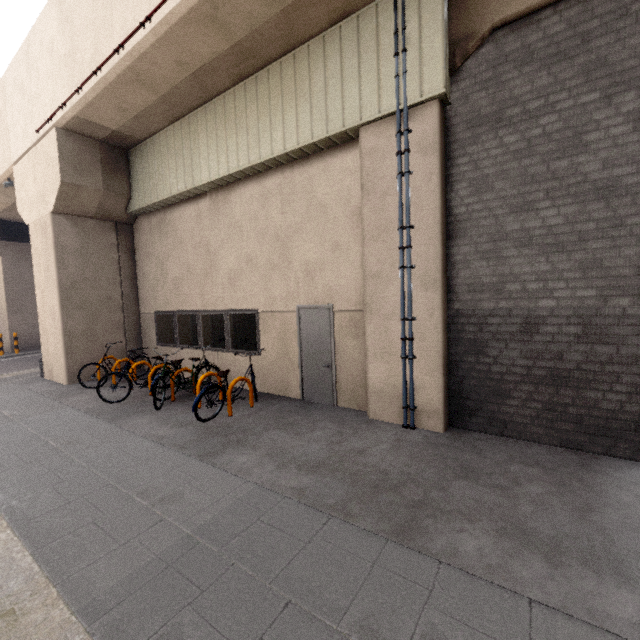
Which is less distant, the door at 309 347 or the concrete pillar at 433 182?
the concrete pillar at 433 182

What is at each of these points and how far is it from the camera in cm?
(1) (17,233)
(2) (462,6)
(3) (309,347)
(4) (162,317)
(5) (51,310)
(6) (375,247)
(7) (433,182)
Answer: (1) platform underside, 1733
(2) concrete pillar, 473
(3) door, 696
(4) window, 1023
(5) concrete pillar, 962
(6) concrete pillar, 561
(7) concrete pillar, 497

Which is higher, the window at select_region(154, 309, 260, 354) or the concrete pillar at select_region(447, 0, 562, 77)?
the concrete pillar at select_region(447, 0, 562, 77)

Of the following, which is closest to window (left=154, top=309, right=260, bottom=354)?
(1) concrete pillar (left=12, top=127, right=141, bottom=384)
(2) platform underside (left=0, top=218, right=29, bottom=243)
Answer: (1) concrete pillar (left=12, top=127, right=141, bottom=384)

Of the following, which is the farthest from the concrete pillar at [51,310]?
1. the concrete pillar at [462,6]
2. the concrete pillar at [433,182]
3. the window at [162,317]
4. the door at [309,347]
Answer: the concrete pillar at [462,6]

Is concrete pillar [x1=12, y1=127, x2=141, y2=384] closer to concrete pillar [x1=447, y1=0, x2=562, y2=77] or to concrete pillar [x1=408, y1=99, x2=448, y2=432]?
concrete pillar [x1=408, y1=99, x2=448, y2=432]

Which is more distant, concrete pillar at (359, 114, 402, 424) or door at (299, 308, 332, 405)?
door at (299, 308, 332, 405)

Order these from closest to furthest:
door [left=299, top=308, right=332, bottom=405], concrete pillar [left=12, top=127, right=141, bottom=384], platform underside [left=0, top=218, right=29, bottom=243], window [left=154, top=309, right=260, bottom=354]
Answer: door [left=299, top=308, right=332, bottom=405] < window [left=154, top=309, right=260, bottom=354] < concrete pillar [left=12, top=127, right=141, bottom=384] < platform underside [left=0, top=218, right=29, bottom=243]
